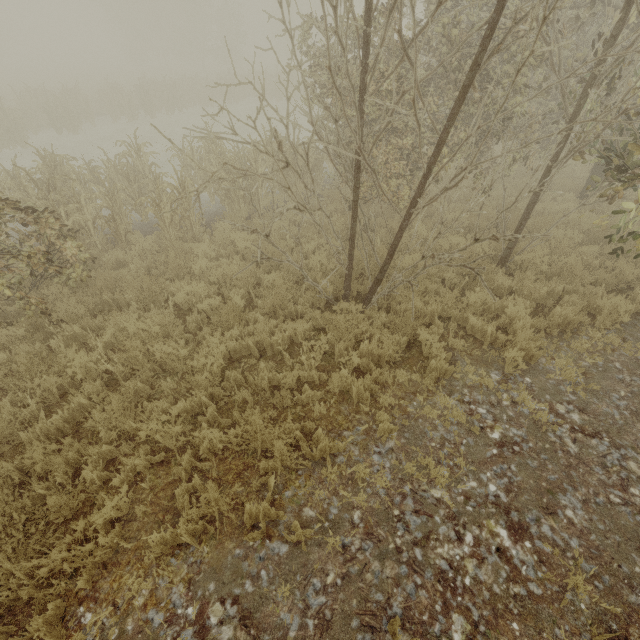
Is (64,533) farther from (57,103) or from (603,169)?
(57,103)
